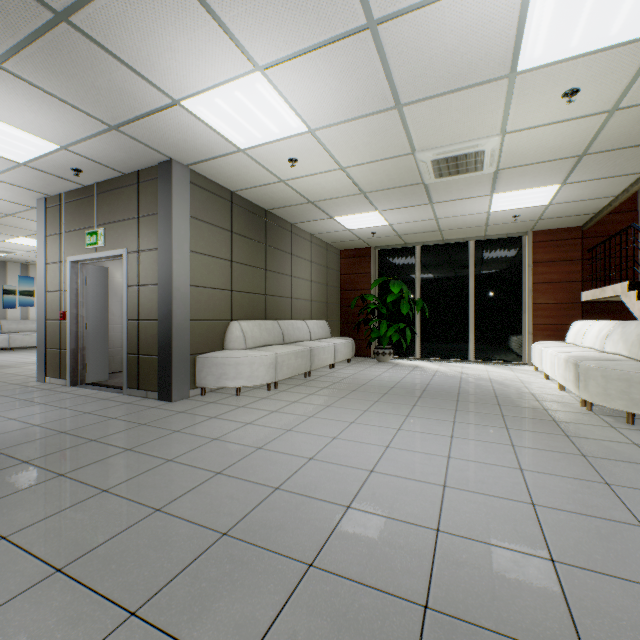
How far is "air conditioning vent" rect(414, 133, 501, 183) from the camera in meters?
3.9

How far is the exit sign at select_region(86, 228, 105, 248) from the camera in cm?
496

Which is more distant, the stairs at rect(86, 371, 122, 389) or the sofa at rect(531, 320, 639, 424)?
the stairs at rect(86, 371, 122, 389)

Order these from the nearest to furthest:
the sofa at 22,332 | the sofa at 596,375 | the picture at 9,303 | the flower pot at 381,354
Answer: the sofa at 596,375, the flower pot at 381,354, the sofa at 22,332, the picture at 9,303

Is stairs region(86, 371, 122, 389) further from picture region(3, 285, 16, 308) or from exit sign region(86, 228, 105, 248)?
picture region(3, 285, 16, 308)

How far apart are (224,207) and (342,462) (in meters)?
4.42

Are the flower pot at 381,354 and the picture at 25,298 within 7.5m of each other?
no

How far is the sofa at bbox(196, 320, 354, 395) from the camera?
4.6 meters
